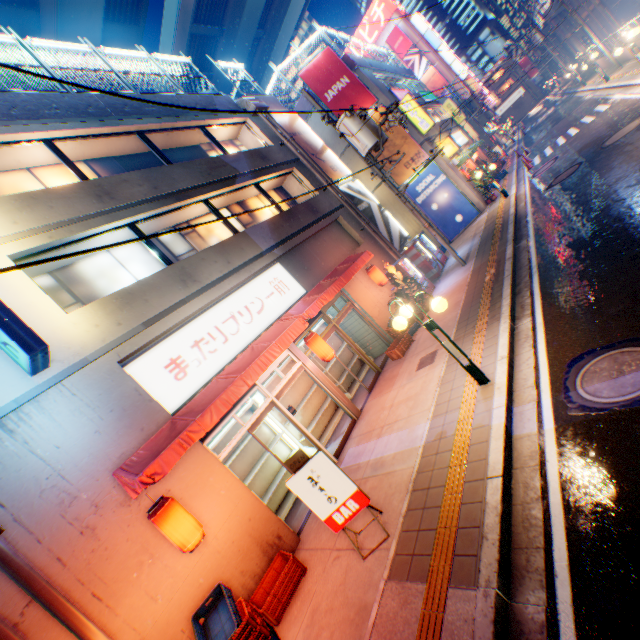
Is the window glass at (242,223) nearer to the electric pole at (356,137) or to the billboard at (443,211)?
the electric pole at (356,137)

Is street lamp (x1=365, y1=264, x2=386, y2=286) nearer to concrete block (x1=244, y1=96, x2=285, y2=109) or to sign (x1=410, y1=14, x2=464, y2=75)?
concrete block (x1=244, y1=96, x2=285, y2=109)

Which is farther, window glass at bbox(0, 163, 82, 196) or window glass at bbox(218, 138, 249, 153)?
window glass at bbox(218, 138, 249, 153)

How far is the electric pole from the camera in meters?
12.1

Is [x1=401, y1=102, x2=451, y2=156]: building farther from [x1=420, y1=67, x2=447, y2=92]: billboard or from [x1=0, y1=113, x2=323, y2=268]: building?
[x1=420, y1=67, x2=447, y2=92]: billboard

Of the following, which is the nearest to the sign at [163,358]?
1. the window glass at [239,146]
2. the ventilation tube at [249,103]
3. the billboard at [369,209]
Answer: the window glass at [239,146]

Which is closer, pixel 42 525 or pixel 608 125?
pixel 42 525

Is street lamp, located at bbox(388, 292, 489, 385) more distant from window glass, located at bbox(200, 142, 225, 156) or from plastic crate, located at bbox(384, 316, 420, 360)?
window glass, located at bbox(200, 142, 225, 156)
